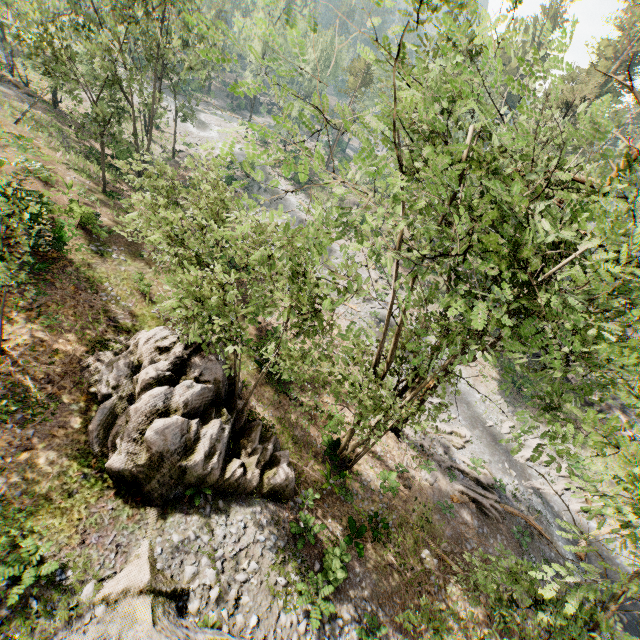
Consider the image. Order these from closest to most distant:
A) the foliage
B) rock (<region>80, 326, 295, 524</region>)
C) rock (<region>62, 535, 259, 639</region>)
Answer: the foliage
rock (<region>62, 535, 259, 639</region>)
rock (<region>80, 326, 295, 524</region>)

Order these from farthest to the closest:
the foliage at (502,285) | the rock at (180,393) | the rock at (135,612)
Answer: the rock at (180,393)
the rock at (135,612)
the foliage at (502,285)

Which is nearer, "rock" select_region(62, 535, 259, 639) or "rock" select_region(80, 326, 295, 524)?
"rock" select_region(62, 535, 259, 639)

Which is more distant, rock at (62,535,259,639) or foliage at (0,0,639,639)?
rock at (62,535,259,639)

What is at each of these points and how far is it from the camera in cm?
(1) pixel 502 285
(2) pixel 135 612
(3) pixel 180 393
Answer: (1) foliage, 616
(2) rock, 866
(3) rock, 1217

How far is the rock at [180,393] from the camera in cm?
1090

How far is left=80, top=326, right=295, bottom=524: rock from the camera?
10.90m
